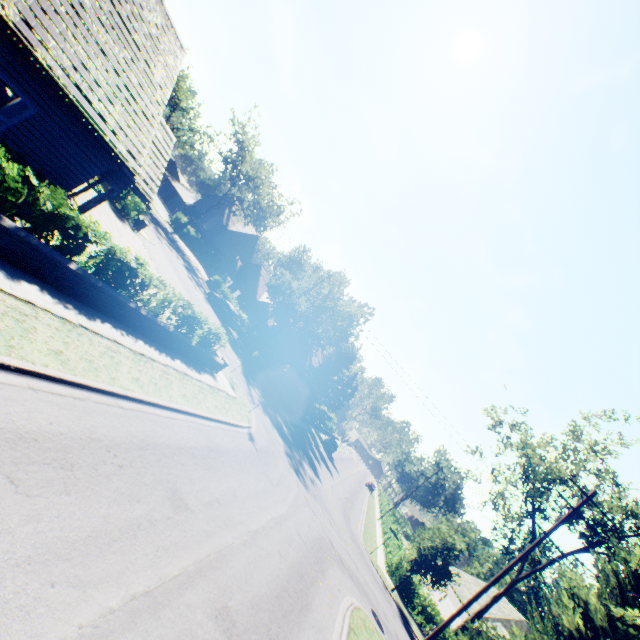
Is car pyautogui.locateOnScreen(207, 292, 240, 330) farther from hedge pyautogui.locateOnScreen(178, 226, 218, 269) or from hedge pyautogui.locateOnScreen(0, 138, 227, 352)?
hedge pyautogui.locateOnScreen(0, 138, 227, 352)

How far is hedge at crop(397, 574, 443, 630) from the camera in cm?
2403

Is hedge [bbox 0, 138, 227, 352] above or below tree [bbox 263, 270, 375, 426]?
below

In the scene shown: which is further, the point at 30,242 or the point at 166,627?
the point at 30,242

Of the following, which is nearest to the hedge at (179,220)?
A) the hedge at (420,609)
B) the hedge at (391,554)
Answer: the hedge at (391,554)

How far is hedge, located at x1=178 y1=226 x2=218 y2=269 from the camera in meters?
47.9

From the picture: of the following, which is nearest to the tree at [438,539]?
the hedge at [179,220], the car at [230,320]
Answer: the hedge at [179,220]

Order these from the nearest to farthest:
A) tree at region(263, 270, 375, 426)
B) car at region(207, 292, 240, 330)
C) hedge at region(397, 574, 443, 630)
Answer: hedge at region(397, 574, 443, 630)
car at region(207, 292, 240, 330)
tree at region(263, 270, 375, 426)
